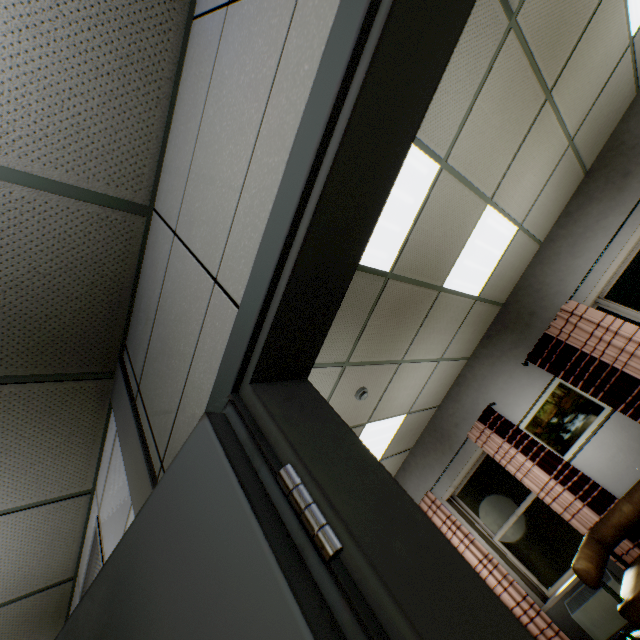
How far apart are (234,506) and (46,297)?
1.53m

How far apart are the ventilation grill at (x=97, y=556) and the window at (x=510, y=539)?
5.2m

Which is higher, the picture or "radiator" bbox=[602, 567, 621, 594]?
the picture

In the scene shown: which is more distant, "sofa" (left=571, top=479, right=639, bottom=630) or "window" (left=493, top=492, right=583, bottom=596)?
"window" (left=493, top=492, right=583, bottom=596)

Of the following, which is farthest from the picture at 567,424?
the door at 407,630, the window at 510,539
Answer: the door at 407,630

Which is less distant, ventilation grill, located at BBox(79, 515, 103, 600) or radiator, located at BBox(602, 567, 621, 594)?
ventilation grill, located at BBox(79, 515, 103, 600)

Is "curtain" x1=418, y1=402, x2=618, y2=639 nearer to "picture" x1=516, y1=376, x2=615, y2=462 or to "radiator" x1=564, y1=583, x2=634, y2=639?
"radiator" x1=564, y1=583, x2=634, y2=639

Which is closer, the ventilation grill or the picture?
the ventilation grill
